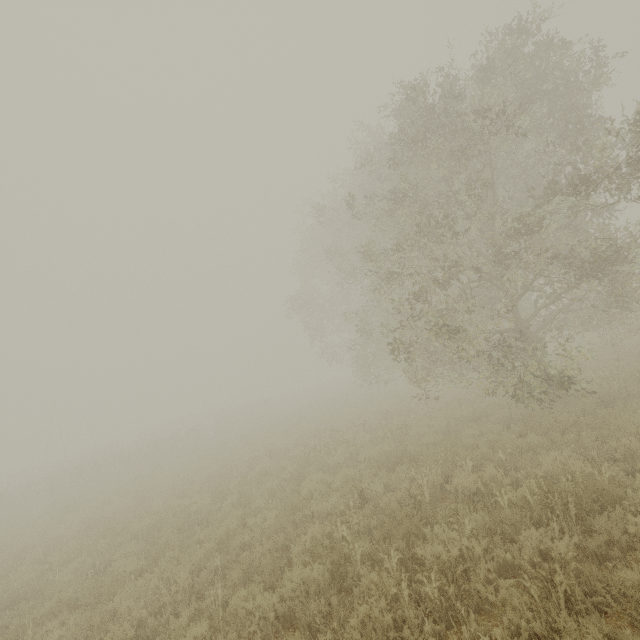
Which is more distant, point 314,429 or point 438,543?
point 314,429

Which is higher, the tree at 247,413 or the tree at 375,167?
the tree at 375,167

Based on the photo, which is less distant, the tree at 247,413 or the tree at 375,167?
the tree at 375,167

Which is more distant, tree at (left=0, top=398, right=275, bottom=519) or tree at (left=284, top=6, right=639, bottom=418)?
tree at (left=0, top=398, right=275, bottom=519)

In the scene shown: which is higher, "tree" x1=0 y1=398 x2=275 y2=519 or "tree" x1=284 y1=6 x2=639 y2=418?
"tree" x1=284 y1=6 x2=639 y2=418
